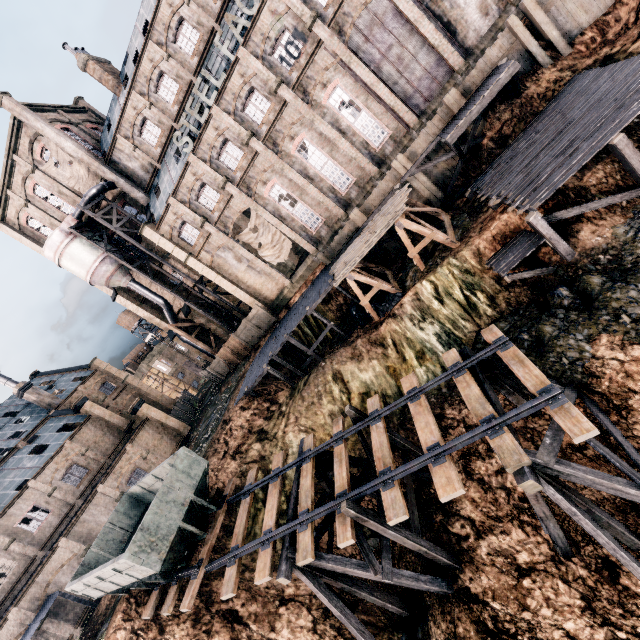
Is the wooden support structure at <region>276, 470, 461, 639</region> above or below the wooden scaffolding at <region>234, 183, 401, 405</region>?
below

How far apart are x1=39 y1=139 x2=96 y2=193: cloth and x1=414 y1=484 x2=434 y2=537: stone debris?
41.5 meters

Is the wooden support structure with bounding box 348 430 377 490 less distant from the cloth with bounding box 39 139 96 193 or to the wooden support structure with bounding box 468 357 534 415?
the wooden support structure with bounding box 468 357 534 415

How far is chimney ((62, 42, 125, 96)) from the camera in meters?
31.7

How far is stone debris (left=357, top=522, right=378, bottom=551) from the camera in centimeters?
1620cm

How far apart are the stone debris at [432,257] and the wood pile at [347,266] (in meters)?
3.46

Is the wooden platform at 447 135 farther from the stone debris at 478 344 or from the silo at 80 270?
the silo at 80 270

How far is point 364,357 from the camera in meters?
22.5
